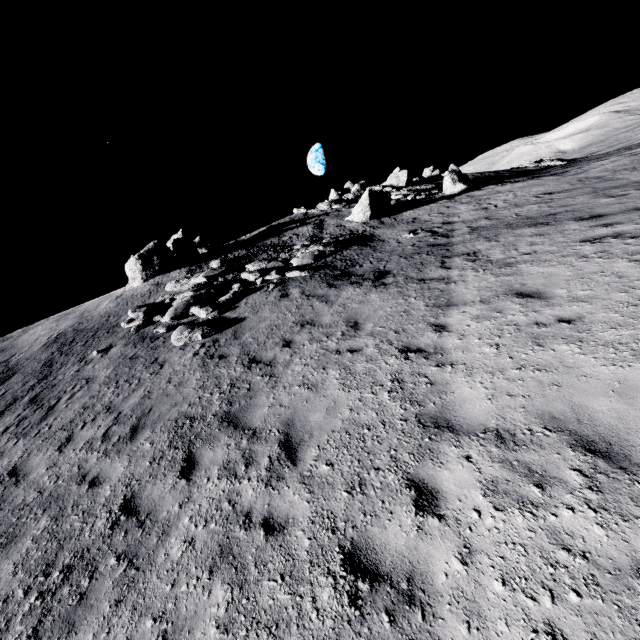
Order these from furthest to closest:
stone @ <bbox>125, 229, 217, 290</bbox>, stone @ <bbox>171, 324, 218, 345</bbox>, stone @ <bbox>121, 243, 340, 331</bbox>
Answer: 1. stone @ <bbox>125, 229, 217, 290</bbox>
2. stone @ <bbox>121, 243, 340, 331</bbox>
3. stone @ <bbox>171, 324, 218, 345</bbox>

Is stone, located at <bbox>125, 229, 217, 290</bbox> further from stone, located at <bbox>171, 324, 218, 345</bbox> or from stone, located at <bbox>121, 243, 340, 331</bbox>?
stone, located at <bbox>171, 324, 218, 345</bbox>

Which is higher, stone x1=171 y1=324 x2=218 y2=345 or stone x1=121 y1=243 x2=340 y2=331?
stone x1=121 y1=243 x2=340 y2=331

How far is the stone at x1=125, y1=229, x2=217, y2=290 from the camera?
20.34m

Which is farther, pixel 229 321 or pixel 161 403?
pixel 229 321

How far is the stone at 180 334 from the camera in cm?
1109

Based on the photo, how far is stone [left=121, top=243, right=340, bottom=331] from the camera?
13.7m

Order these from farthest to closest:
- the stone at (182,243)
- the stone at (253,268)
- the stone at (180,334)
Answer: the stone at (182,243), the stone at (253,268), the stone at (180,334)
